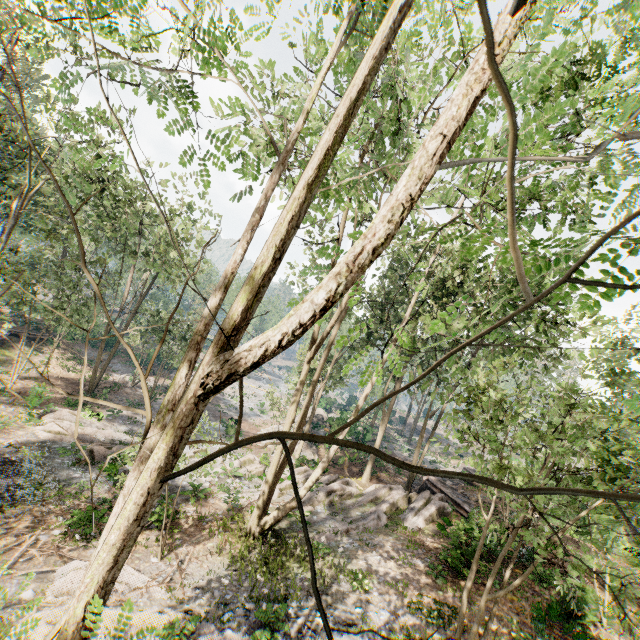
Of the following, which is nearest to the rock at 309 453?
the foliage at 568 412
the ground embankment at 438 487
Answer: the foliage at 568 412

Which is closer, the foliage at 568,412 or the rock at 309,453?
the foliage at 568,412

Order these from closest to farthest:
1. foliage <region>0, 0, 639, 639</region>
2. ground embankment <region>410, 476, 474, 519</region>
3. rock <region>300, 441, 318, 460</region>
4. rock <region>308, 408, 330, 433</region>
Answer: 1. foliage <region>0, 0, 639, 639</region>
2. ground embankment <region>410, 476, 474, 519</region>
3. rock <region>300, 441, 318, 460</region>
4. rock <region>308, 408, 330, 433</region>

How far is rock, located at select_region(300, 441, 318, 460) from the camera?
27.1m

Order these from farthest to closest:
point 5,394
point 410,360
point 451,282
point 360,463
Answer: point 410,360 → point 360,463 → point 5,394 → point 451,282

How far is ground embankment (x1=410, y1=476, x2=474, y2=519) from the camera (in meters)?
20.34

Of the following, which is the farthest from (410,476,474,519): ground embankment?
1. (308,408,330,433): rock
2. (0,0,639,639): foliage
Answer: (308,408,330,433): rock
